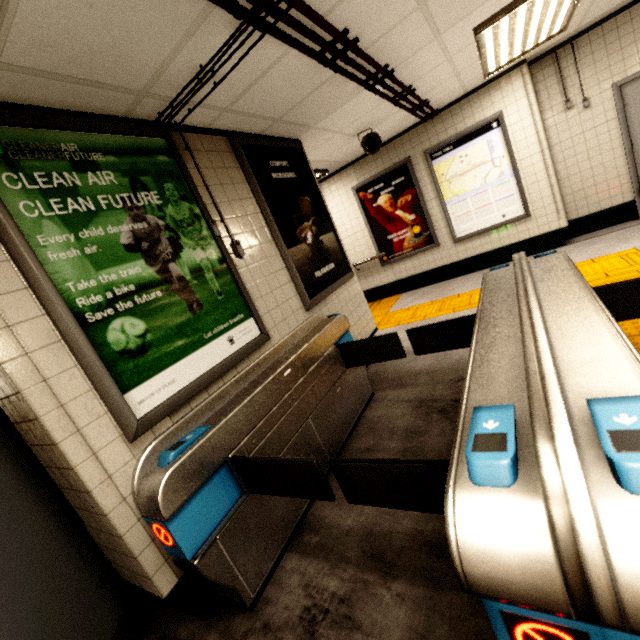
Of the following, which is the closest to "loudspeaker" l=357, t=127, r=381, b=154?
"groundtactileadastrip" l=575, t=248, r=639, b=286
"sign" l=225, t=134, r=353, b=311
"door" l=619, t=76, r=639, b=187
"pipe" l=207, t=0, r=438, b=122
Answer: "pipe" l=207, t=0, r=438, b=122

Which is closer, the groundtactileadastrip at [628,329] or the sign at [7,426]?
the sign at [7,426]

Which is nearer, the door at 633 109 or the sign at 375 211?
the door at 633 109

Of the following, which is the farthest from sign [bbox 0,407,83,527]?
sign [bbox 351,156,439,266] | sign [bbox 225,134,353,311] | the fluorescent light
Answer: sign [bbox 351,156,439,266]

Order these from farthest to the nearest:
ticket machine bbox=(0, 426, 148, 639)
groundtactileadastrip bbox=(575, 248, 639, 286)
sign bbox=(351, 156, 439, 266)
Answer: sign bbox=(351, 156, 439, 266)
groundtactileadastrip bbox=(575, 248, 639, 286)
ticket machine bbox=(0, 426, 148, 639)

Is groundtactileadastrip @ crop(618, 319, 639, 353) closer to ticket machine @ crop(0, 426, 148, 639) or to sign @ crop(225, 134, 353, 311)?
sign @ crop(225, 134, 353, 311)

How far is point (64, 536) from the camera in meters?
1.8 m

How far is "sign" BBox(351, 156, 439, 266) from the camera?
6.2m
